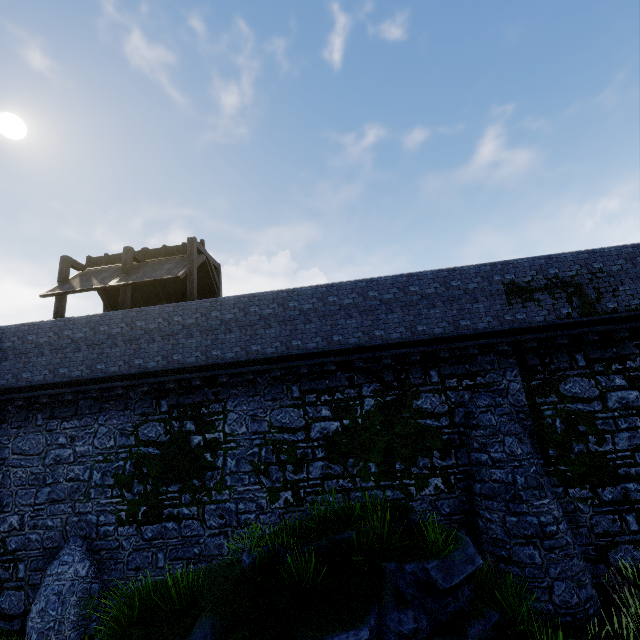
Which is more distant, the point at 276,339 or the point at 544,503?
the point at 276,339

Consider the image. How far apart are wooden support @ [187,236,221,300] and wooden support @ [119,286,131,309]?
2.59m

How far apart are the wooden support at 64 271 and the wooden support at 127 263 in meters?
2.7

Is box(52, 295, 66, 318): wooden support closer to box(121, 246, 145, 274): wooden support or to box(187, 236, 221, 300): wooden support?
box(121, 246, 145, 274): wooden support

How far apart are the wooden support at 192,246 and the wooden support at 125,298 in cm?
259

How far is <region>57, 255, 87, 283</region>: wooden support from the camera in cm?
1429

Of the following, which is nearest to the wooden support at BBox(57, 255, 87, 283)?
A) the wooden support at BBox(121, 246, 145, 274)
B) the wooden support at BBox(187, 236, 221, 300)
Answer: the wooden support at BBox(121, 246, 145, 274)

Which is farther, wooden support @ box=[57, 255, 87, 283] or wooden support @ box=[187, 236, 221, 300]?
wooden support @ box=[57, 255, 87, 283]
